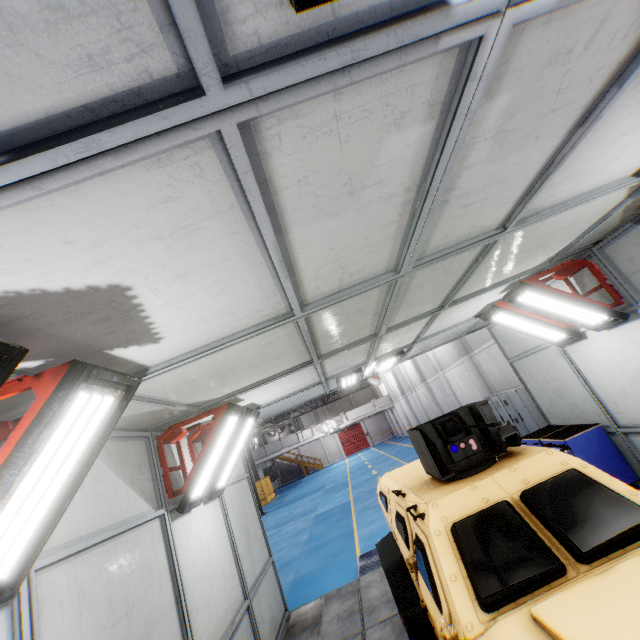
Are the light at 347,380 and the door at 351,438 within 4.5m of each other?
no

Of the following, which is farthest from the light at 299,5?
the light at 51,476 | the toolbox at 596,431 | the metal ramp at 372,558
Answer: the metal ramp at 372,558

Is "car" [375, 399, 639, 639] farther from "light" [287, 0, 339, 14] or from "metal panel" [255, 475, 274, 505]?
"metal panel" [255, 475, 274, 505]

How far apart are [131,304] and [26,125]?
1.1m

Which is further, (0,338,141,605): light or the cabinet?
the cabinet

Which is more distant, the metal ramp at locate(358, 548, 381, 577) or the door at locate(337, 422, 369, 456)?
the door at locate(337, 422, 369, 456)

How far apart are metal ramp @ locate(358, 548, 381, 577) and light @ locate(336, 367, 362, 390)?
3.93m

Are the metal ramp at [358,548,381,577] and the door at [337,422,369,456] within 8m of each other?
no
